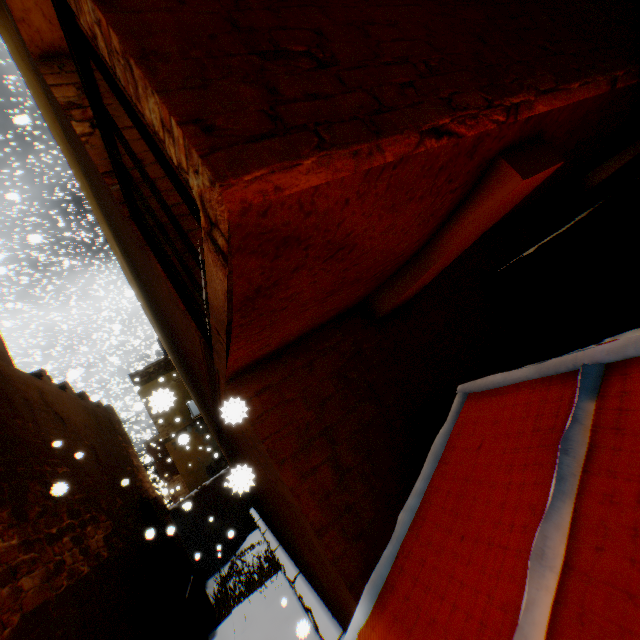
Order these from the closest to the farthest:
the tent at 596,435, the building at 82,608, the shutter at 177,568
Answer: the tent at 596,435 → the building at 82,608 → the shutter at 177,568

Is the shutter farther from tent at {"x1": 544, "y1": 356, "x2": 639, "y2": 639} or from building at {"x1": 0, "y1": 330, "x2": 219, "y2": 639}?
tent at {"x1": 544, "y1": 356, "x2": 639, "y2": 639}

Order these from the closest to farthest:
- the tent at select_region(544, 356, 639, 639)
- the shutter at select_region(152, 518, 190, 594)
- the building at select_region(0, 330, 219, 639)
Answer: the tent at select_region(544, 356, 639, 639)
the building at select_region(0, 330, 219, 639)
the shutter at select_region(152, 518, 190, 594)

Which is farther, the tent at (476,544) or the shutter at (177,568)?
the shutter at (177,568)

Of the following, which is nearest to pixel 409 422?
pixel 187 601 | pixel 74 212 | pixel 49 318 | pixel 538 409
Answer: pixel 538 409

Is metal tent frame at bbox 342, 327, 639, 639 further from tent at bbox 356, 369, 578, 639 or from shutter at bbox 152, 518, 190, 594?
shutter at bbox 152, 518, 190, 594

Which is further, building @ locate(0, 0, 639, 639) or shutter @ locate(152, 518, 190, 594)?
shutter @ locate(152, 518, 190, 594)

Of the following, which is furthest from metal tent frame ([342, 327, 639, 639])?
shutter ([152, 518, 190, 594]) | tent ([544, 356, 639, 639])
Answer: shutter ([152, 518, 190, 594])
